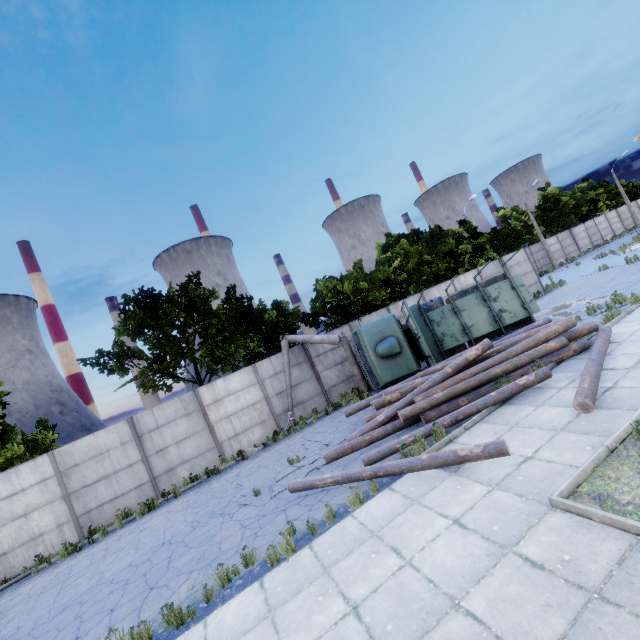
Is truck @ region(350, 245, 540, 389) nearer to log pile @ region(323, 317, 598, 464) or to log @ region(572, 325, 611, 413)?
log pile @ region(323, 317, 598, 464)

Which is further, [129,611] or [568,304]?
[568,304]

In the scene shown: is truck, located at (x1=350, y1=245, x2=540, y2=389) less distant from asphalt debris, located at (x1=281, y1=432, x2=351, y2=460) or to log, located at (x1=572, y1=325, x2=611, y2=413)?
log, located at (x1=572, y1=325, x2=611, y2=413)

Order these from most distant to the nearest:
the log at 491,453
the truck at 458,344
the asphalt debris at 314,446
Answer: the truck at 458,344
the asphalt debris at 314,446
the log at 491,453

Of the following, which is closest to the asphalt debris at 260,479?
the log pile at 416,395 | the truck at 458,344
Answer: the log pile at 416,395

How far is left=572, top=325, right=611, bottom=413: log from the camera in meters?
6.5 m

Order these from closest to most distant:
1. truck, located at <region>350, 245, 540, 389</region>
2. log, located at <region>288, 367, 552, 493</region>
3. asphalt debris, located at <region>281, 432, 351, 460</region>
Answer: log, located at <region>288, 367, 552, 493</region> < asphalt debris, located at <region>281, 432, 351, 460</region> < truck, located at <region>350, 245, 540, 389</region>
